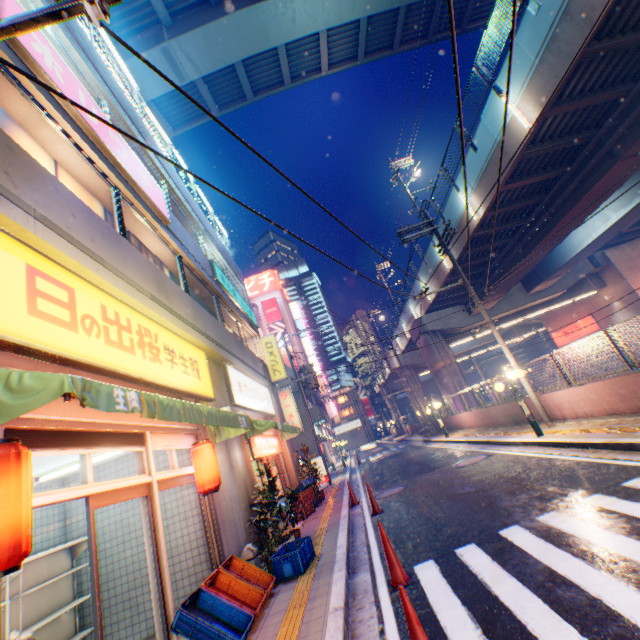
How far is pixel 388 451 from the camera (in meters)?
28.94

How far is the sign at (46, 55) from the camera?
4.9m

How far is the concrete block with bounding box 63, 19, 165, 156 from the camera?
7.4m

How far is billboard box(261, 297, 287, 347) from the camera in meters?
51.6

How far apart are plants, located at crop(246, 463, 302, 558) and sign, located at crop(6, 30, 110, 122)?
7.01m

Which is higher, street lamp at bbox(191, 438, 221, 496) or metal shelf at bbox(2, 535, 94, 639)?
street lamp at bbox(191, 438, 221, 496)

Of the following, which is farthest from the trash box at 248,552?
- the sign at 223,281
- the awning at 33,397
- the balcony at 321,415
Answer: the balcony at 321,415

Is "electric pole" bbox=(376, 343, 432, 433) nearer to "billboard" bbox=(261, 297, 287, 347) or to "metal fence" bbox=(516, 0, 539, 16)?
"metal fence" bbox=(516, 0, 539, 16)
